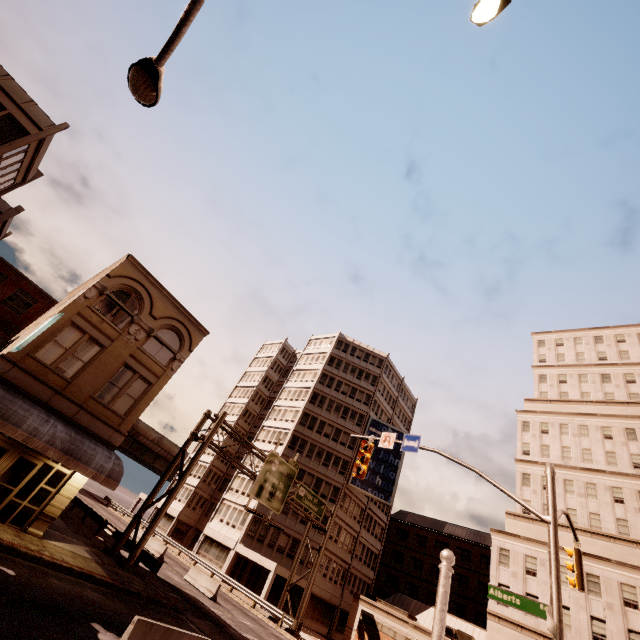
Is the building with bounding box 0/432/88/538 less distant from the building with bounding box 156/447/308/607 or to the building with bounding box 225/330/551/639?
the building with bounding box 156/447/308/607

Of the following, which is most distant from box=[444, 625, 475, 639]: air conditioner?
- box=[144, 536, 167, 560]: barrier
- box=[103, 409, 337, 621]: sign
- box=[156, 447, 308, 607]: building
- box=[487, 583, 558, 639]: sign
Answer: box=[487, 583, 558, 639]: sign

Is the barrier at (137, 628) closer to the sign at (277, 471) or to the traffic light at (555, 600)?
the traffic light at (555, 600)

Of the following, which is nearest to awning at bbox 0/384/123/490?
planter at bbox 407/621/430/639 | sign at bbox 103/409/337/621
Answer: sign at bbox 103/409/337/621

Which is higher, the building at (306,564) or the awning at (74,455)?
the building at (306,564)

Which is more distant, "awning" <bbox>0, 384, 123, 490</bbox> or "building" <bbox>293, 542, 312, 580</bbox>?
"building" <bbox>293, 542, 312, 580</bbox>

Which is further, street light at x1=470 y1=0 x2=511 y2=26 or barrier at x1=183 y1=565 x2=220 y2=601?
barrier at x1=183 y1=565 x2=220 y2=601

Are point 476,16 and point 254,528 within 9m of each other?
no
